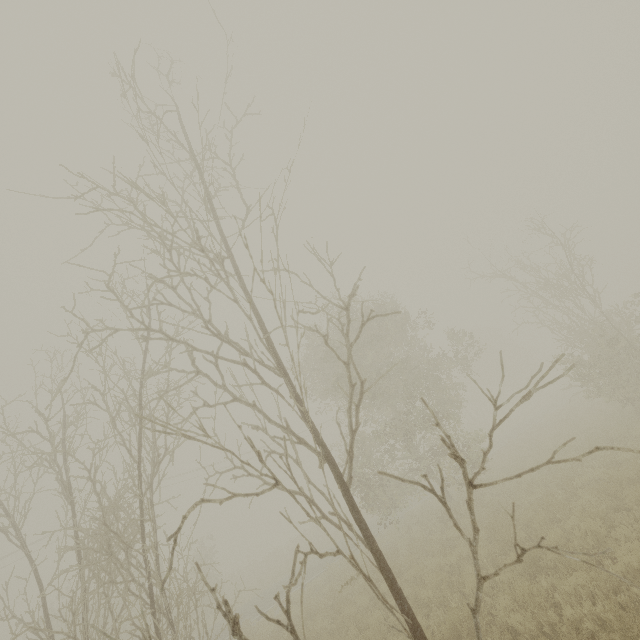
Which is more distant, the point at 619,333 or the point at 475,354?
the point at 475,354
